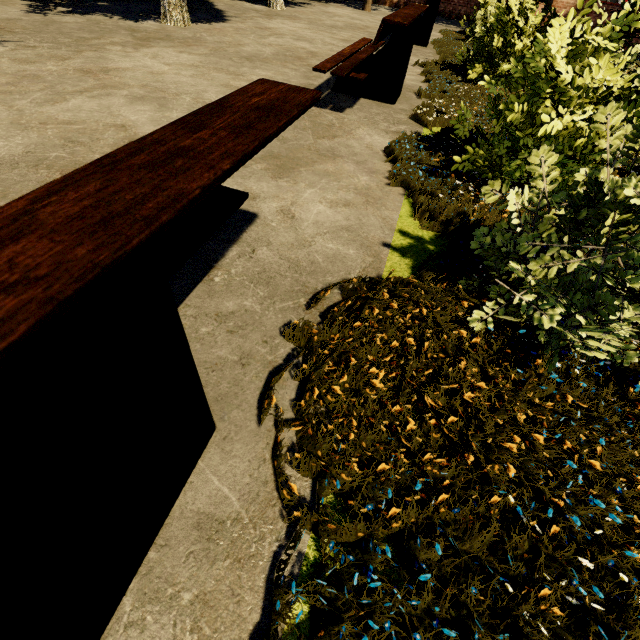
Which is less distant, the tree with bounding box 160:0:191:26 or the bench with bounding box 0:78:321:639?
the bench with bounding box 0:78:321:639

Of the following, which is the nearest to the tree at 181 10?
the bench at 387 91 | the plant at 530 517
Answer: the plant at 530 517

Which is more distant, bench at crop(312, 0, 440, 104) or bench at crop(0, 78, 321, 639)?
bench at crop(312, 0, 440, 104)

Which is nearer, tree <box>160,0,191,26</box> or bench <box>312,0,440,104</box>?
bench <box>312,0,440,104</box>

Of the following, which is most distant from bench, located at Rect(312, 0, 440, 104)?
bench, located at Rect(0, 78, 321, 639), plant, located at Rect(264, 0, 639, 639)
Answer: bench, located at Rect(0, 78, 321, 639)

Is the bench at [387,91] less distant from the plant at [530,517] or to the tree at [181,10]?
the plant at [530,517]

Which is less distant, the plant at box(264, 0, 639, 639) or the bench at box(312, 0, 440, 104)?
the plant at box(264, 0, 639, 639)

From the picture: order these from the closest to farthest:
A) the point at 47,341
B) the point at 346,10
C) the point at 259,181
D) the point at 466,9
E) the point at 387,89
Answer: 1. the point at 47,341
2. the point at 259,181
3. the point at 387,89
4. the point at 346,10
5. the point at 466,9
